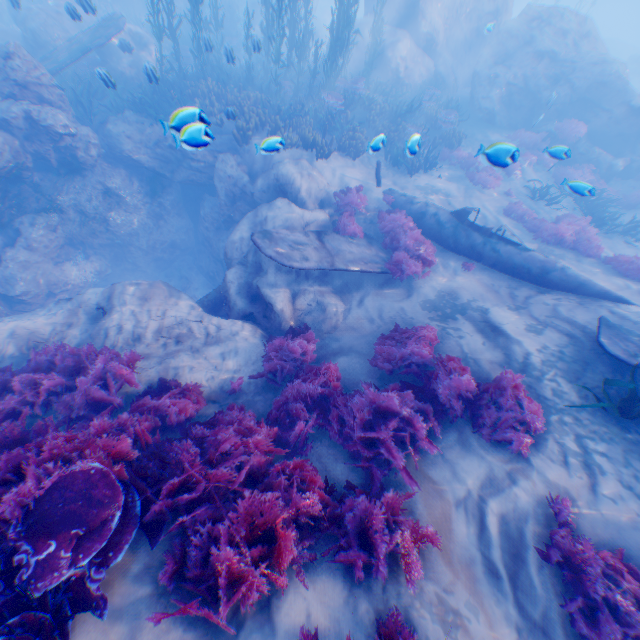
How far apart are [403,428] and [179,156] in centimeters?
1295cm

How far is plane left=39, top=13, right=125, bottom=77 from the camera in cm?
1210

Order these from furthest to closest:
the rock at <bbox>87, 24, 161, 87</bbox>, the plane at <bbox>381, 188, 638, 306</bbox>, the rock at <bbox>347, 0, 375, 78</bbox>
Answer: the rock at <bbox>347, 0, 375, 78</bbox> < the rock at <bbox>87, 24, 161, 87</bbox> < the plane at <bbox>381, 188, 638, 306</bbox>

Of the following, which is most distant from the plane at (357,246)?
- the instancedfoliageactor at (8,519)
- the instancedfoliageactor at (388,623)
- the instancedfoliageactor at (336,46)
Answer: the instancedfoliageactor at (388,623)

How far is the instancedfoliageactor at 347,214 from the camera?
9.9m

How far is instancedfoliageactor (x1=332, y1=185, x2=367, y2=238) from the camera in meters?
9.9

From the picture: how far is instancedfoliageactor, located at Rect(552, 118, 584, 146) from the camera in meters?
15.3 m
